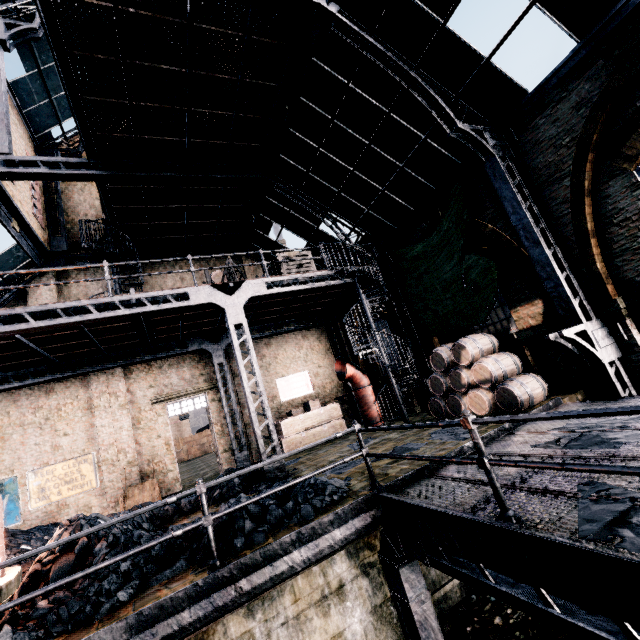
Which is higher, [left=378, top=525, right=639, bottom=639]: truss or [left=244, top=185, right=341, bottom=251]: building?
[left=244, top=185, right=341, bottom=251]: building

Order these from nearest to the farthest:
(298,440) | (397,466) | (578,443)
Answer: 1. (578,443)
2. (397,466)
3. (298,440)

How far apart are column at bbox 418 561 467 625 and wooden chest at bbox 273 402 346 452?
9.2m

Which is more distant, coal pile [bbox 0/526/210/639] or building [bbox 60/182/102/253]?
building [bbox 60/182/102/253]

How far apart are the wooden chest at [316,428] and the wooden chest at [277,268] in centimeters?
692cm

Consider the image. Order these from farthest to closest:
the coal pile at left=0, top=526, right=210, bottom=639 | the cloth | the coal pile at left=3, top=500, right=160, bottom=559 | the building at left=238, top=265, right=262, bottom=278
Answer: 1. the building at left=238, top=265, right=262, bottom=278
2. the cloth
3. the coal pile at left=3, top=500, right=160, bottom=559
4. the coal pile at left=0, top=526, right=210, bottom=639

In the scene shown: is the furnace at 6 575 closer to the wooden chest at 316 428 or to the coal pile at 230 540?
the coal pile at 230 540

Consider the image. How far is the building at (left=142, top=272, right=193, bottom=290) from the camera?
16.4 meters
